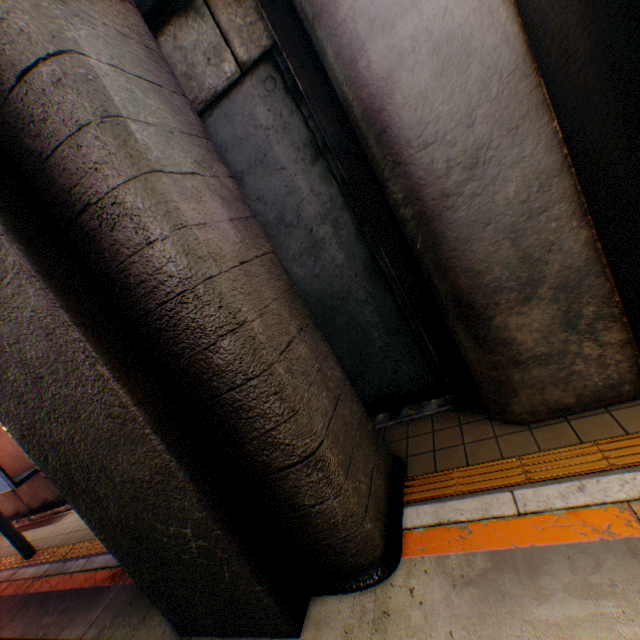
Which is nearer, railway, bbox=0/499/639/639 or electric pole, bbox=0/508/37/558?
railway, bbox=0/499/639/639

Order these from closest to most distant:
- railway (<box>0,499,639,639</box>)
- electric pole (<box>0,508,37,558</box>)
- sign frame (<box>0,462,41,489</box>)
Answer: railway (<box>0,499,639,639</box>), electric pole (<box>0,508,37,558</box>), sign frame (<box>0,462,41,489</box>)

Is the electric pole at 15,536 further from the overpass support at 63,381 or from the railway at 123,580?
the overpass support at 63,381

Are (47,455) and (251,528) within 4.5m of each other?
yes

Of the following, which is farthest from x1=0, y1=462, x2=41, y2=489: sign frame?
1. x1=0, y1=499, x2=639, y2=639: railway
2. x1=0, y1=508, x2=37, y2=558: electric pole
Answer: x1=0, y1=499, x2=639, y2=639: railway

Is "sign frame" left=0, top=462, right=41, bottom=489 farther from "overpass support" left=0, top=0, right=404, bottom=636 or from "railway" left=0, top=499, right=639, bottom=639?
"overpass support" left=0, top=0, right=404, bottom=636

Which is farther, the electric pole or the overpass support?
the electric pole

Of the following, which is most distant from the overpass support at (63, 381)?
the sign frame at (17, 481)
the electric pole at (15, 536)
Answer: the sign frame at (17, 481)
